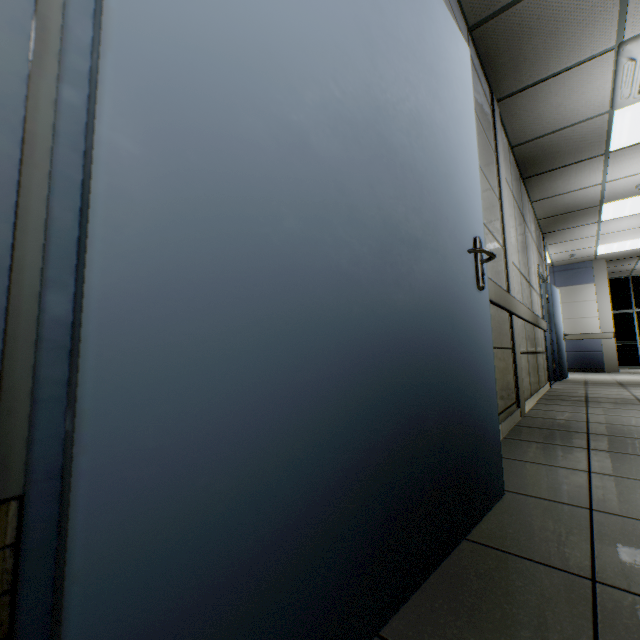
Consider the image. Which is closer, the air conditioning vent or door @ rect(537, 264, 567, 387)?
the air conditioning vent

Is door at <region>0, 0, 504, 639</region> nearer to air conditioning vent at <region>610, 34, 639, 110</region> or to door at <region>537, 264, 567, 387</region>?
air conditioning vent at <region>610, 34, 639, 110</region>

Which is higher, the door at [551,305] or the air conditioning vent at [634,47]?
the air conditioning vent at [634,47]

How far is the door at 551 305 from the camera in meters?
5.7 m

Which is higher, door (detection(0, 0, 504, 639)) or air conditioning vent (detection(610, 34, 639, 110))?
air conditioning vent (detection(610, 34, 639, 110))

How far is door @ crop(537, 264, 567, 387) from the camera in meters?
5.7

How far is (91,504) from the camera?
0.34m

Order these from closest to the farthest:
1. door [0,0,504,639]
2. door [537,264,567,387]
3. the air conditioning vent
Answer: door [0,0,504,639], the air conditioning vent, door [537,264,567,387]
